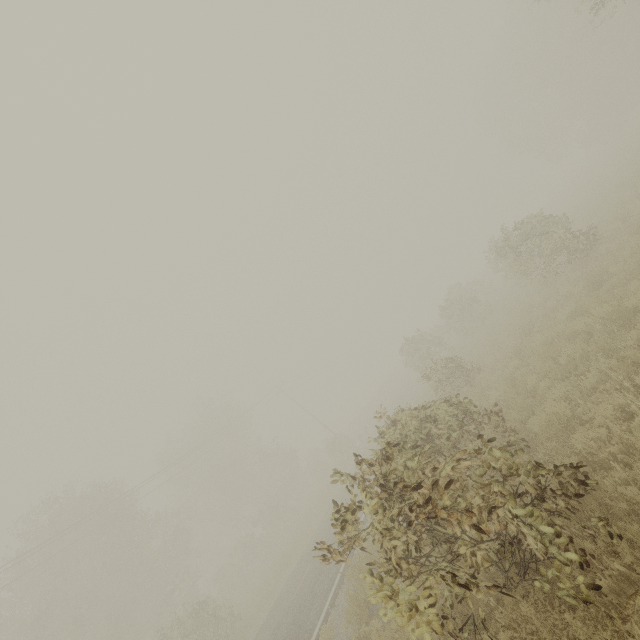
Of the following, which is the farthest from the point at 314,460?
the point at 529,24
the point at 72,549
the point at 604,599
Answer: the point at 529,24
